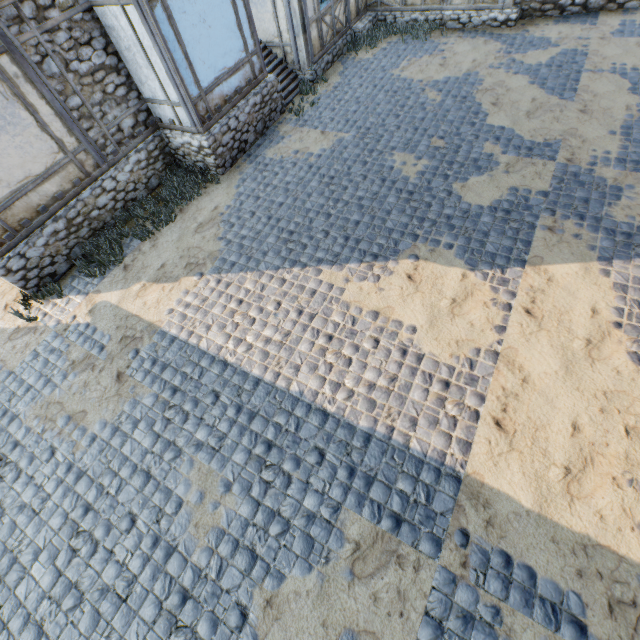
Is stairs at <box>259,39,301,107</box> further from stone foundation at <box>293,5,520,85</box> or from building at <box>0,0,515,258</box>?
stone foundation at <box>293,5,520,85</box>

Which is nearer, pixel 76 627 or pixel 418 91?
pixel 76 627

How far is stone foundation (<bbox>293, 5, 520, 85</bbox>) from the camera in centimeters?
1047cm

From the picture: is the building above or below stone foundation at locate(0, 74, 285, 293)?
above

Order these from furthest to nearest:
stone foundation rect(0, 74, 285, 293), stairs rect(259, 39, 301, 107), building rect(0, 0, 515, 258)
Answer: stairs rect(259, 39, 301, 107)
stone foundation rect(0, 74, 285, 293)
building rect(0, 0, 515, 258)

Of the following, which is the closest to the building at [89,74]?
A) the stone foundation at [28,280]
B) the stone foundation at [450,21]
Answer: the stone foundation at [28,280]

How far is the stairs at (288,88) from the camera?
10.20m

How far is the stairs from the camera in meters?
10.2
